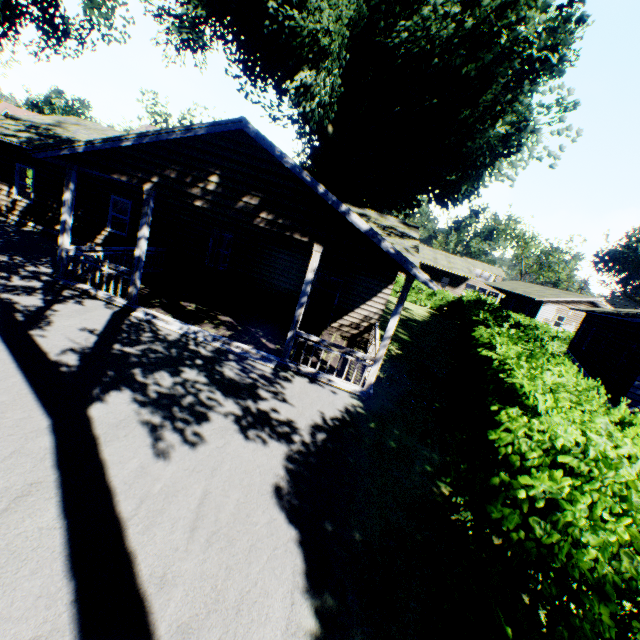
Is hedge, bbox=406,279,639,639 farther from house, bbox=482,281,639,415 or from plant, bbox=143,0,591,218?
house, bbox=482,281,639,415

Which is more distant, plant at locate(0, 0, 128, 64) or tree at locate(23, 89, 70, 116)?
tree at locate(23, 89, 70, 116)

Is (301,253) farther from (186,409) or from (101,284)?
(186,409)

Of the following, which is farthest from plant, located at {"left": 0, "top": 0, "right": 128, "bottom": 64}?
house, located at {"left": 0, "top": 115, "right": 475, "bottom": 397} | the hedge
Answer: the hedge

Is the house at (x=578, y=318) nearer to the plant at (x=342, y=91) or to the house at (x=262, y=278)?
the house at (x=262, y=278)

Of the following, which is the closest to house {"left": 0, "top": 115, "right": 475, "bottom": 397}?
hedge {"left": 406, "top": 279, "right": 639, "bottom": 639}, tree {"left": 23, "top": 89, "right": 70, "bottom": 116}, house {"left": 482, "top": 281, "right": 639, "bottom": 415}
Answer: hedge {"left": 406, "top": 279, "right": 639, "bottom": 639}

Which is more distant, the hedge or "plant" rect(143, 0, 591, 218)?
"plant" rect(143, 0, 591, 218)

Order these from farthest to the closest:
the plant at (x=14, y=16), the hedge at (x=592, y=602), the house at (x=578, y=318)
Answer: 1. the plant at (x=14, y=16)
2. the house at (x=578, y=318)
3. the hedge at (x=592, y=602)
